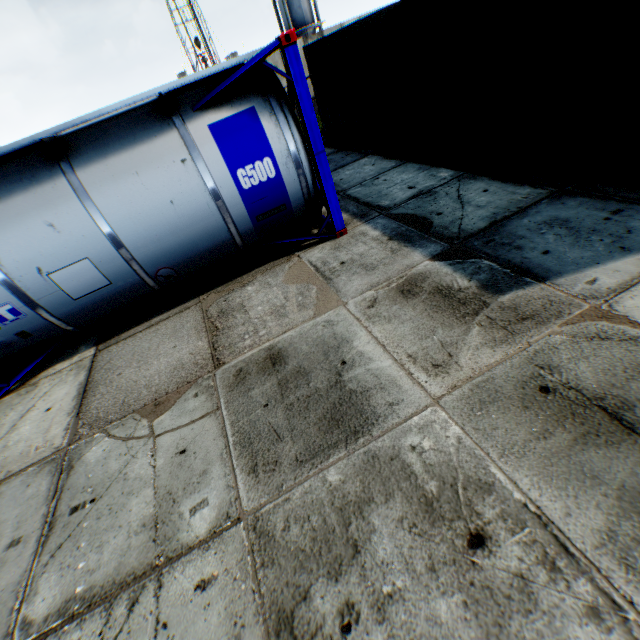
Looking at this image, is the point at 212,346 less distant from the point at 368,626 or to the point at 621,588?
the point at 368,626

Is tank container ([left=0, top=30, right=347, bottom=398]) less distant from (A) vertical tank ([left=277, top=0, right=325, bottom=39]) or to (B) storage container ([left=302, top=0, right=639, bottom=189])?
(B) storage container ([left=302, top=0, right=639, bottom=189])

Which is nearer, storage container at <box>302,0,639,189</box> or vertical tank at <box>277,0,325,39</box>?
storage container at <box>302,0,639,189</box>

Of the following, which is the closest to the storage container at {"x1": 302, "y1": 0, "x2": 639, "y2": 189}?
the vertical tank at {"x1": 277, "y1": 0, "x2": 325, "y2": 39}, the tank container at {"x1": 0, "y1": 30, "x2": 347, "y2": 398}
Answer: the tank container at {"x1": 0, "y1": 30, "x2": 347, "y2": 398}

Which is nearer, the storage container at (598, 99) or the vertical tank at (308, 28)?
the storage container at (598, 99)

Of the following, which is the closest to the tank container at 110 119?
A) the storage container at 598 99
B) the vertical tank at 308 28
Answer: the storage container at 598 99

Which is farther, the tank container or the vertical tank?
the vertical tank
